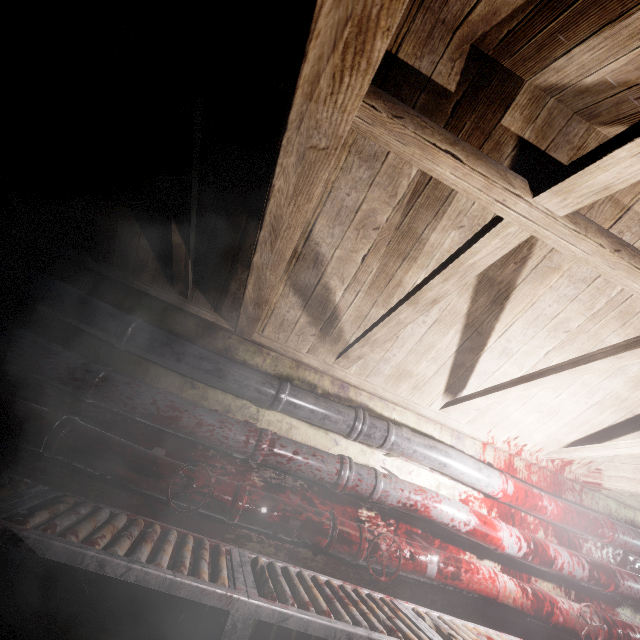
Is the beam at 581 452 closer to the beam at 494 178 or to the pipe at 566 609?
the beam at 494 178

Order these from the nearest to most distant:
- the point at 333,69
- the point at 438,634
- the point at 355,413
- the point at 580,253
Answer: the point at 333,69, the point at 580,253, the point at 438,634, the point at 355,413

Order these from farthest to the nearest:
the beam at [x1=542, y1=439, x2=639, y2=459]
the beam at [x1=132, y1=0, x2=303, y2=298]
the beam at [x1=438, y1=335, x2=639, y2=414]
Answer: the beam at [x1=542, y1=439, x2=639, y2=459]
the beam at [x1=438, y1=335, x2=639, y2=414]
the beam at [x1=132, y1=0, x2=303, y2=298]

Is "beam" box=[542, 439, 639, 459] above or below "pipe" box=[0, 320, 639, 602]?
above

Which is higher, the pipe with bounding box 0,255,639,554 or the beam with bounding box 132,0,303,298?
the beam with bounding box 132,0,303,298

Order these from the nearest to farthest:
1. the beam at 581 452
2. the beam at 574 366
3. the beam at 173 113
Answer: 1. the beam at 173 113
2. the beam at 574 366
3. the beam at 581 452

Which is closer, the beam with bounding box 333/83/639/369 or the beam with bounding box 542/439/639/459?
the beam with bounding box 333/83/639/369

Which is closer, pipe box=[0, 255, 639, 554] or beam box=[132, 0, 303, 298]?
beam box=[132, 0, 303, 298]
